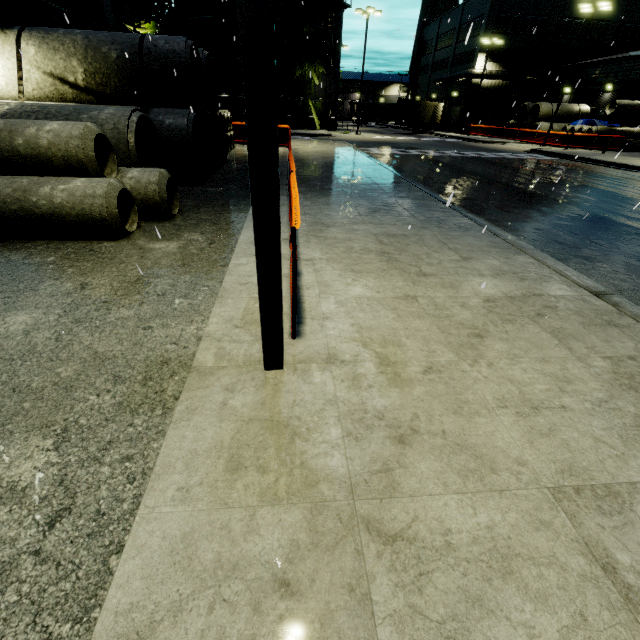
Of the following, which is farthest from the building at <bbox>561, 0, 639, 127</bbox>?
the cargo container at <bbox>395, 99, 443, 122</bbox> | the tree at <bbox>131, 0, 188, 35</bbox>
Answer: the cargo container at <bbox>395, 99, 443, 122</bbox>

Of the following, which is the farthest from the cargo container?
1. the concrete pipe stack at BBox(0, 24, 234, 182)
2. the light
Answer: the light

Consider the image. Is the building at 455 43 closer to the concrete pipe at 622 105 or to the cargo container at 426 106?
the concrete pipe at 622 105

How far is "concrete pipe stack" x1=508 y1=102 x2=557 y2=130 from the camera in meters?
33.7

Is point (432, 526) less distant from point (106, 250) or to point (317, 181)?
point (106, 250)

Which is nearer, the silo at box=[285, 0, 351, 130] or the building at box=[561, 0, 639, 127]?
the silo at box=[285, 0, 351, 130]

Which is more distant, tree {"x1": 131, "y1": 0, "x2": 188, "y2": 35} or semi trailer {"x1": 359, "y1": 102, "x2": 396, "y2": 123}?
semi trailer {"x1": 359, "y1": 102, "x2": 396, "y2": 123}

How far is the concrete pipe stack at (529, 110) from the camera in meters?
33.7
